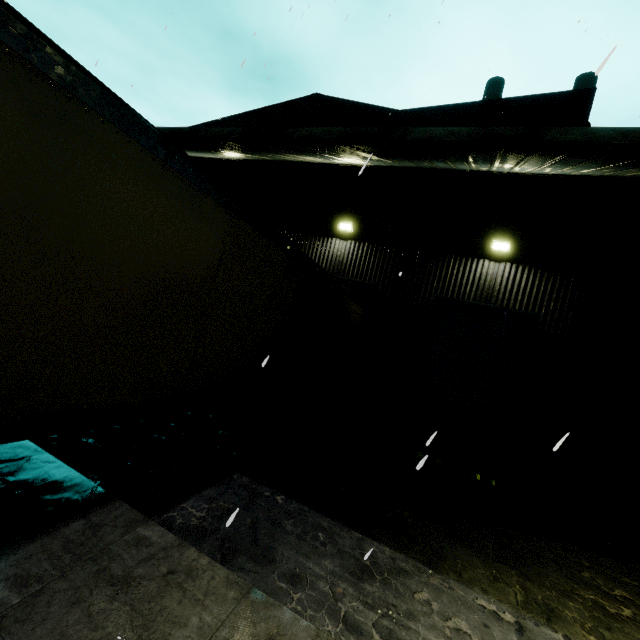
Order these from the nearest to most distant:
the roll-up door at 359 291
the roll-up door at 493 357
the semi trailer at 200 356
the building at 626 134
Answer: the semi trailer at 200 356
the building at 626 134
the roll-up door at 493 357
the roll-up door at 359 291

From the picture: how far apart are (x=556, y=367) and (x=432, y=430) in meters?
4.0 m

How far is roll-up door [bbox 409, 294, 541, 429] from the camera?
9.6m

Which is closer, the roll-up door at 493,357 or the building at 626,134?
the building at 626,134

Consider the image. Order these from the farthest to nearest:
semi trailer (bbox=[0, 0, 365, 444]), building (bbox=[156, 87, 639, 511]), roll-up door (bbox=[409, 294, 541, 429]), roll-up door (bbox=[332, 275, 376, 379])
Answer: roll-up door (bbox=[332, 275, 376, 379]) → roll-up door (bbox=[409, 294, 541, 429]) → building (bbox=[156, 87, 639, 511]) → semi trailer (bbox=[0, 0, 365, 444])

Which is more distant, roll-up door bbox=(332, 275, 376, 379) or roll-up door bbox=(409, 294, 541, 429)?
roll-up door bbox=(332, 275, 376, 379)

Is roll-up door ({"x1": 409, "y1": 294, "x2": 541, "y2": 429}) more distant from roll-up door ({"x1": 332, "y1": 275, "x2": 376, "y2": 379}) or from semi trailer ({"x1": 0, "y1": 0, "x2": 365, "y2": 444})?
roll-up door ({"x1": 332, "y1": 275, "x2": 376, "y2": 379})

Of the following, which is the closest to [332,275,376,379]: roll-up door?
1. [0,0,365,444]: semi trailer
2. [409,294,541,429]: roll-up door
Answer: [0,0,365,444]: semi trailer
